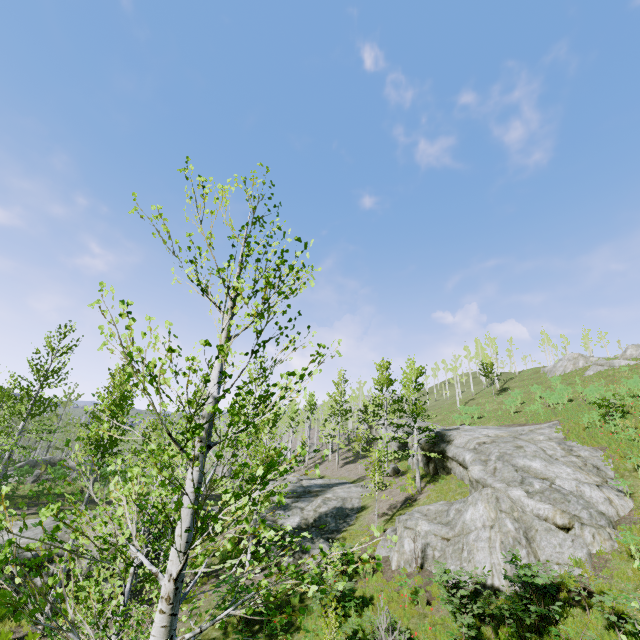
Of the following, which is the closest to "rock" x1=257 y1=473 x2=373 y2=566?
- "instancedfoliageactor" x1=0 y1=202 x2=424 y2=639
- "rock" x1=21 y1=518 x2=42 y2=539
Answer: "instancedfoliageactor" x1=0 y1=202 x2=424 y2=639

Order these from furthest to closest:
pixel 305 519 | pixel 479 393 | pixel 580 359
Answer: pixel 479 393, pixel 580 359, pixel 305 519

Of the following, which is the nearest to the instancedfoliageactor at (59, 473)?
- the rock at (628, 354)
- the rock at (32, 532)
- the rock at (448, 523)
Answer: the rock at (32, 532)

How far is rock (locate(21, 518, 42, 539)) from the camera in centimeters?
1586cm

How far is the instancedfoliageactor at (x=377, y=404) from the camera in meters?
19.9

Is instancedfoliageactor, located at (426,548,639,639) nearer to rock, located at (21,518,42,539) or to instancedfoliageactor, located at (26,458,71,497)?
rock, located at (21,518,42,539)

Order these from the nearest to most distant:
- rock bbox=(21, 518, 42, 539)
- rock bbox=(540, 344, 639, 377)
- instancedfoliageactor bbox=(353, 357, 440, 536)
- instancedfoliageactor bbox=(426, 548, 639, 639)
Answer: instancedfoliageactor bbox=(426, 548, 639, 639) → rock bbox=(21, 518, 42, 539) → instancedfoliageactor bbox=(353, 357, 440, 536) → rock bbox=(540, 344, 639, 377)

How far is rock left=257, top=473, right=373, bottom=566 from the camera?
17.9m
